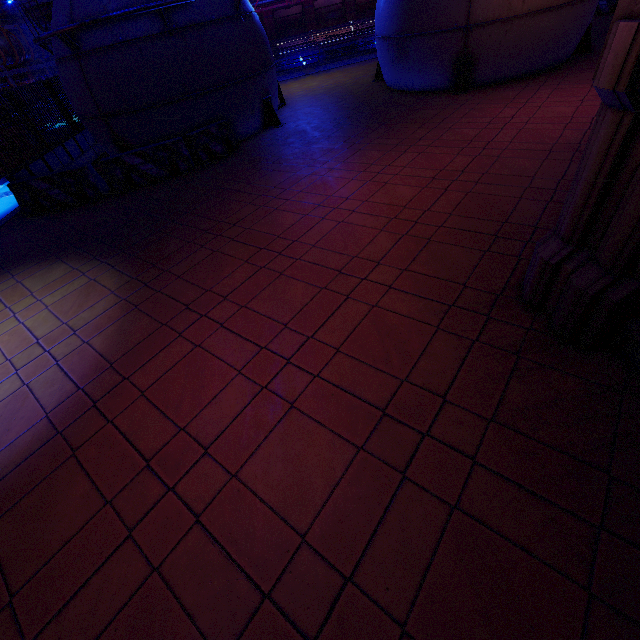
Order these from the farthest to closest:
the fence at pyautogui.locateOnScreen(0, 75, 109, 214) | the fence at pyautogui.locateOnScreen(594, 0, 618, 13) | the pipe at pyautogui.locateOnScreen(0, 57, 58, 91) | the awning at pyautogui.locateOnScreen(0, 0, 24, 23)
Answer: the pipe at pyautogui.locateOnScreen(0, 57, 58, 91) → the awning at pyautogui.locateOnScreen(0, 0, 24, 23) → the fence at pyautogui.locateOnScreen(594, 0, 618, 13) → the fence at pyautogui.locateOnScreen(0, 75, 109, 214)

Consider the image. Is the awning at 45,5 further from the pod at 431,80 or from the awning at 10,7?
the pod at 431,80

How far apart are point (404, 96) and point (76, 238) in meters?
12.0

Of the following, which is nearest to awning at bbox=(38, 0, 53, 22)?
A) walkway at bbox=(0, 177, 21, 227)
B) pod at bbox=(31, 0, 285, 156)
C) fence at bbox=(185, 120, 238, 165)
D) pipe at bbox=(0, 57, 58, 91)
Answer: pipe at bbox=(0, 57, 58, 91)

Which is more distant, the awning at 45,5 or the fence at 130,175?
the awning at 45,5

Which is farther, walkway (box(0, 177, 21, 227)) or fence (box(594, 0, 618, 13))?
fence (box(594, 0, 618, 13))

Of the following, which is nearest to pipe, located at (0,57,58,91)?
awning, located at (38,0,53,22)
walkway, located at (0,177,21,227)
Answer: walkway, located at (0,177,21,227)

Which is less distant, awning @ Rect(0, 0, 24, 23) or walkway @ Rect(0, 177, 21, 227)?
walkway @ Rect(0, 177, 21, 227)
